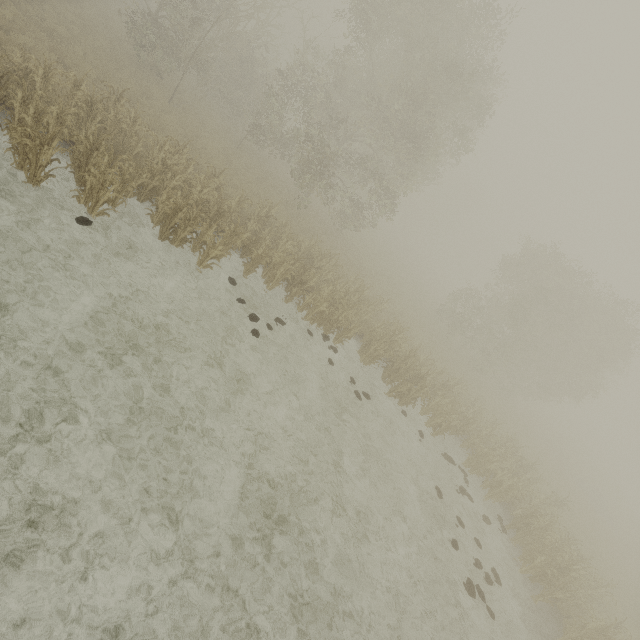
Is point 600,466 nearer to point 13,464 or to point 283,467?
point 283,467
